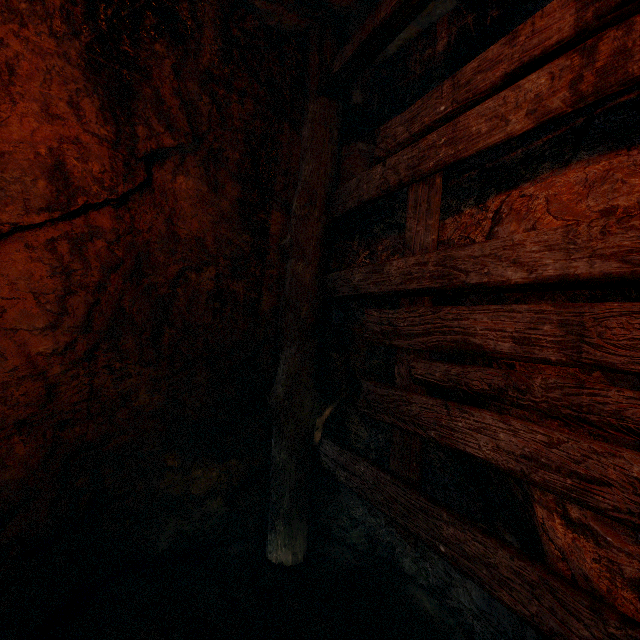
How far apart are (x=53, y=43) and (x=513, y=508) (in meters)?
3.87
